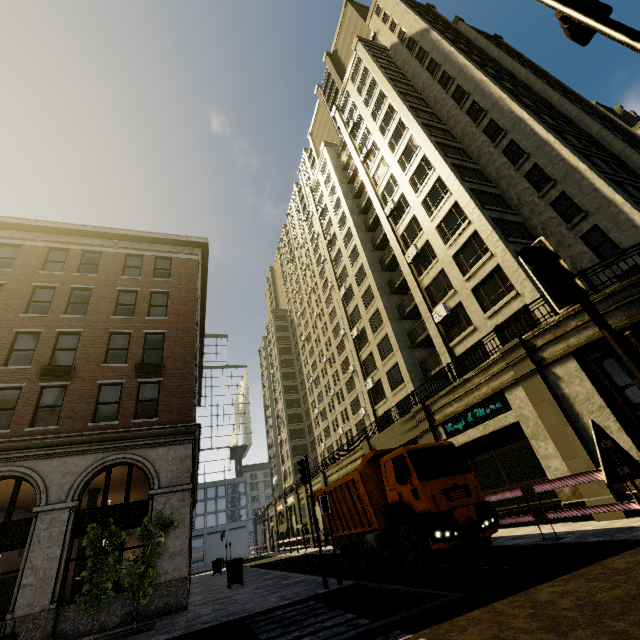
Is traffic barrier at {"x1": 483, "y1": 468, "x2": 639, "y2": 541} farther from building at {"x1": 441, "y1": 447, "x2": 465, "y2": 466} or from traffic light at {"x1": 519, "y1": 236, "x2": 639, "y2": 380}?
traffic light at {"x1": 519, "y1": 236, "x2": 639, "y2": 380}

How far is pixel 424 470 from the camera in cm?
1125

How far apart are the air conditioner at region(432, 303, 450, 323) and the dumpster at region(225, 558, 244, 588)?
18.4 meters

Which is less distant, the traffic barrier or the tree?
the traffic barrier

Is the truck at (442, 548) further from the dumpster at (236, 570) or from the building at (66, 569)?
the dumpster at (236, 570)

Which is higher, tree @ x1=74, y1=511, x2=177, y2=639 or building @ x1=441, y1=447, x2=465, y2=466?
building @ x1=441, y1=447, x2=465, y2=466

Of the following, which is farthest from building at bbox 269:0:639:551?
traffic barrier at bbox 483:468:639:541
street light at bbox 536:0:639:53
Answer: street light at bbox 536:0:639:53

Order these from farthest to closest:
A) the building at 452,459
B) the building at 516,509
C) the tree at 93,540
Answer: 1. the building at 452,459
2. the building at 516,509
3. the tree at 93,540
